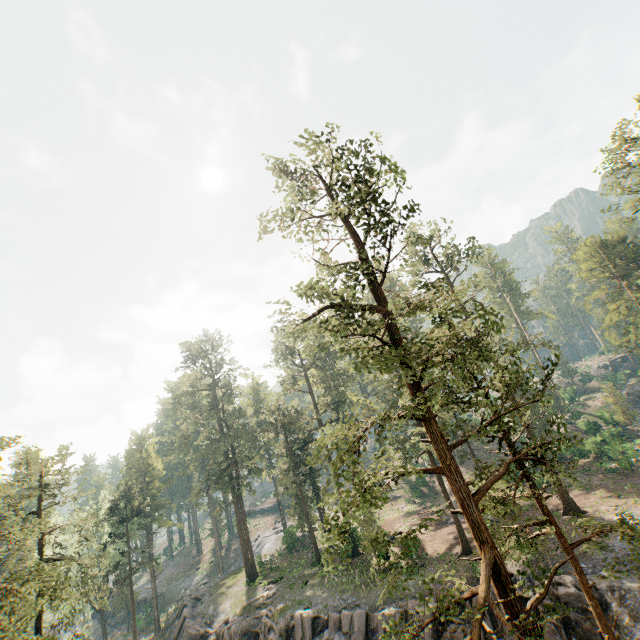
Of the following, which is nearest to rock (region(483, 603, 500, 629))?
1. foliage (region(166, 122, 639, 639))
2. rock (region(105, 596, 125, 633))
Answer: foliage (region(166, 122, 639, 639))

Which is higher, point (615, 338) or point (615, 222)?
point (615, 222)

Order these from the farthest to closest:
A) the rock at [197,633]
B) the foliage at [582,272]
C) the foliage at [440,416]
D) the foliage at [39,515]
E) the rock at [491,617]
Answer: the foliage at [582,272]
the rock at [197,633]
the rock at [491,617]
the foliage at [39,515]
the foliage at [440,416]

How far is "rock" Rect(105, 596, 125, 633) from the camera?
53.81m

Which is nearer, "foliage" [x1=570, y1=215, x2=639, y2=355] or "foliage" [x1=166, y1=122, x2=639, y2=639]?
"foliage" [x1=166, y1=122, x2=639, y2=639]

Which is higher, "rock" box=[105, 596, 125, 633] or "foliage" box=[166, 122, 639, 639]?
"foliage" box=[166, 122, 639, 639]

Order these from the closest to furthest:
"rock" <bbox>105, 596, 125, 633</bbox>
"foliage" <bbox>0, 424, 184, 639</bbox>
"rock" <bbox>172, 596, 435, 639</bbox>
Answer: "foliage" <bbox>0, 424, 184, 639</bbox> < "rock" <bbox>172, 596, 435, 639</bbox> < "rock" <bbox>105, 596, 125, 633</bbox>

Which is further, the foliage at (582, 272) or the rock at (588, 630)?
the foliage at (582, 272)
